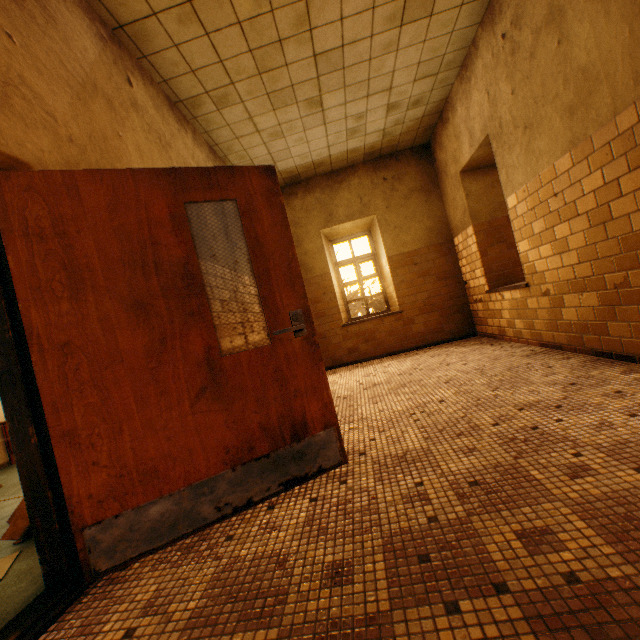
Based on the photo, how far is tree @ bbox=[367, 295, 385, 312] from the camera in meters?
12.7

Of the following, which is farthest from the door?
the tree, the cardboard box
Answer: the tree

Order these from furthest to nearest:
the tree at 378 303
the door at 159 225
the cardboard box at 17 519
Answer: the tree at 378 303 < the cardboard box at 17 519 < the door at 159 225

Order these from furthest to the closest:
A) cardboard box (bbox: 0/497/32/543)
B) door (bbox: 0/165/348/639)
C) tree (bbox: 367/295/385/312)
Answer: tree (bbox: 367/295/385/312), cardboard box (bbox: 0/497/32/543), door (bbox: 0/165/348/639)

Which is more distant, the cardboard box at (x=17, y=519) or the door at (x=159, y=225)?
the cardboard box at (x=17, y=519)

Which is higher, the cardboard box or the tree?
the tree

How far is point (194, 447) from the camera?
1.8m
